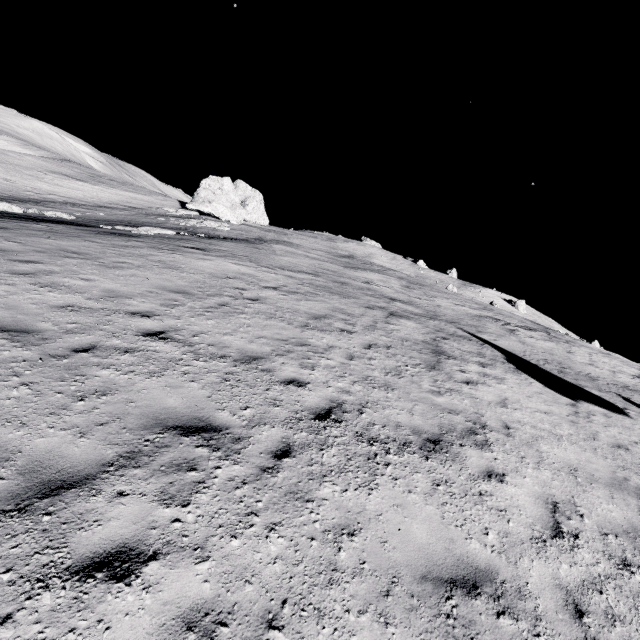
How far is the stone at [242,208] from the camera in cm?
4038

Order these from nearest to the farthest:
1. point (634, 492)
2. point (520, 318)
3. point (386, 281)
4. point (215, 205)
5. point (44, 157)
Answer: point (634, 492) < point (386, 281) < point (520, 318) < point (215, 205) < point (44, 157)

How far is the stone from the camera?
40.4m
